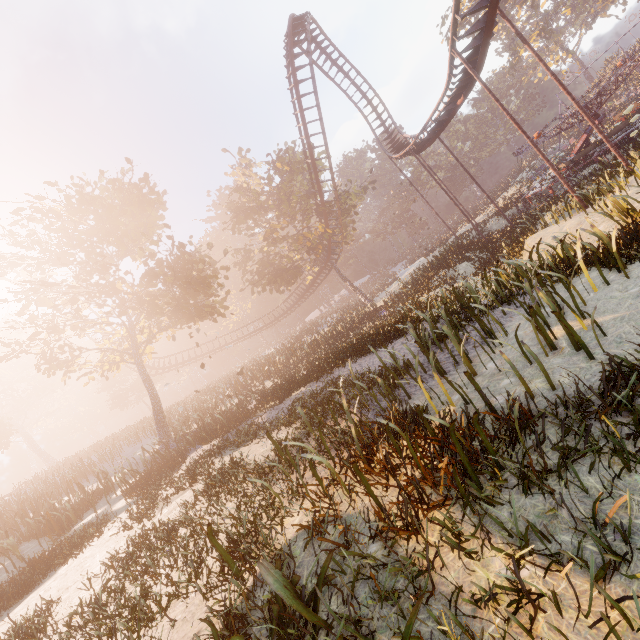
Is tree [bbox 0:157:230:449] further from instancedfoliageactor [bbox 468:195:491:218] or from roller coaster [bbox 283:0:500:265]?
instancedfoliageactor [bbox 468:195:491:218]

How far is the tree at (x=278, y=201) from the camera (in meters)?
29.78

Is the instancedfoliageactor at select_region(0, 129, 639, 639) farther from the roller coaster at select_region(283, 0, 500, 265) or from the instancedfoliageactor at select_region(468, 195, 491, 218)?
the instancedfoliageactor at select_region(468, 195, 491, 218)

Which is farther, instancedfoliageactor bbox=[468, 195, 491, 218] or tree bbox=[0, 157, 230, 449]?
instancedfoliageactor bbox=[468, 195, 491, 218]

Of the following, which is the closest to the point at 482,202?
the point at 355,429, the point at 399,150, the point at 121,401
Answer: the point at 399,150

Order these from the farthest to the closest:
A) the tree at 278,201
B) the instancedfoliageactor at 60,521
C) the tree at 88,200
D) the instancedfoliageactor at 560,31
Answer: the instancedfoliageactor at 560,31
the tree at 278,201
the tree at 88,200
the instancedfoliageactor at 60,521

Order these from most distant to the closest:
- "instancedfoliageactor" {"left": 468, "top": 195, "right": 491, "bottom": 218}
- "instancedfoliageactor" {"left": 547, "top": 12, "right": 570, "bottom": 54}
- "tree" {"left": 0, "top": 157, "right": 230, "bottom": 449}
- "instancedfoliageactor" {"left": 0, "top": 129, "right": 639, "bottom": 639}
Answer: "instancedfoliageactor" {"left": 547, "top": 12, "right": 570, "bottom": 54} < "instancedfoliageactor" {"left": 468, "top": 195, "right": 491, "bottom": 218} < "tree" {"left": 0, "top": 157, "right": 230, "bottom": 449} < "instancedfoliageactor" {"left": 0, "top": 129, "right": 639, "bottom": 639}
